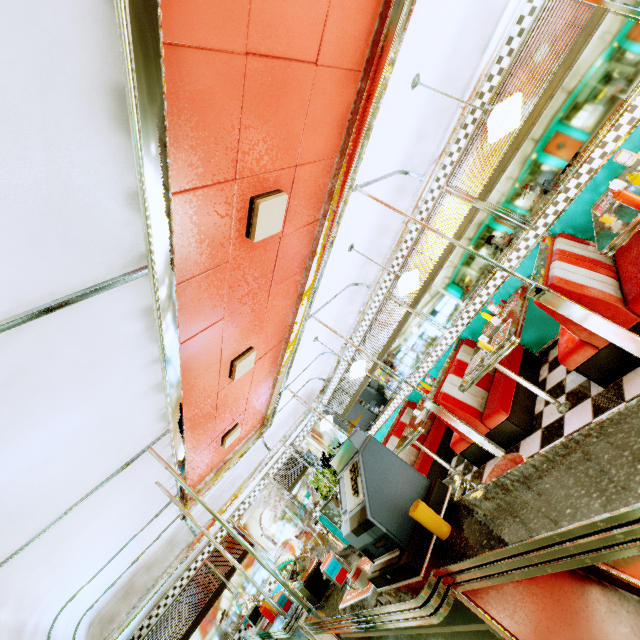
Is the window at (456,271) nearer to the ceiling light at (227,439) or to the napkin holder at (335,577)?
the ceiling light at (227,439)

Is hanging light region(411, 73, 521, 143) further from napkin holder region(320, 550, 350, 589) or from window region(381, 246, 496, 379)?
napkin holder region(320, 550, 350, 589)

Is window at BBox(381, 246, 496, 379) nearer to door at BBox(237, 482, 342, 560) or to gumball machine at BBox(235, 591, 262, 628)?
door at BBox(237, 482, 342, 560)

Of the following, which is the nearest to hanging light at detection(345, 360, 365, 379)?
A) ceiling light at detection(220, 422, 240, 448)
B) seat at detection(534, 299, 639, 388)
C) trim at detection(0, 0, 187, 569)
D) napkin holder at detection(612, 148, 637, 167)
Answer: trim at detection(0, 0, 187, 569)

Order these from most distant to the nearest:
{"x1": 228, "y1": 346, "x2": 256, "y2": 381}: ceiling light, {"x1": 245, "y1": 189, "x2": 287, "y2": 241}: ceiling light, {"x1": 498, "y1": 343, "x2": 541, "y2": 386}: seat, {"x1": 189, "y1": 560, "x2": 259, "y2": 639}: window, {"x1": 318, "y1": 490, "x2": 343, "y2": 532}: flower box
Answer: {"x1": 318, "y1": 490, "x2": 343, "y2": 532}: flower box < {"x1": 189, "y1": 560, "x2": 259, "y2": 639}: window < {"x1": 498, "y1": 343, "x2": 541, "y2": 386}: seat < {"x1": 228, "y1": 346, "x2": 256, "y2": 381}: ceiling light < {"x1": 245, "y1": 189, "x2": 287, "y2": 241}: ceiling light

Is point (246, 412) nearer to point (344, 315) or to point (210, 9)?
point (344, 315)

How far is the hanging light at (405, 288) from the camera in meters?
4.1 m

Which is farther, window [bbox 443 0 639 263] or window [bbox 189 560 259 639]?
window [bbox 189 560 259 639]
